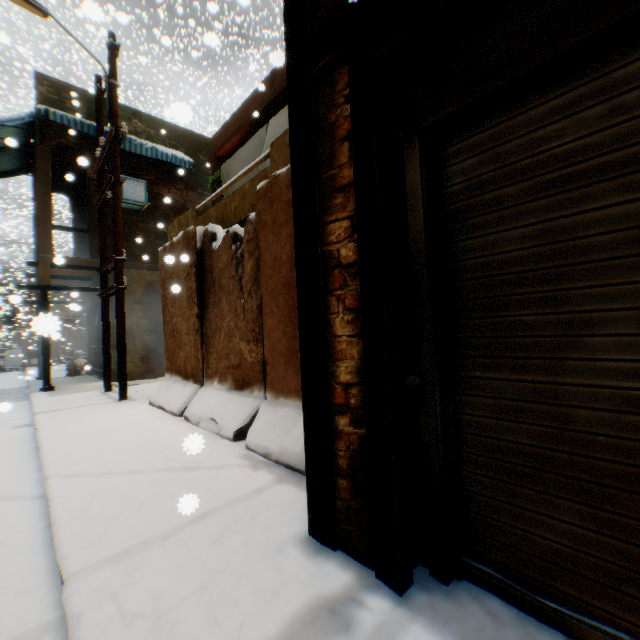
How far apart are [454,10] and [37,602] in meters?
4.0 m

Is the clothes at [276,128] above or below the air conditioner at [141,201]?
below

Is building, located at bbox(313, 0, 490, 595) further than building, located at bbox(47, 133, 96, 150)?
No

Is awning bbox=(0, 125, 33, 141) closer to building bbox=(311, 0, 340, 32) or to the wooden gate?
building bbox=(311, 0, 340, 32)

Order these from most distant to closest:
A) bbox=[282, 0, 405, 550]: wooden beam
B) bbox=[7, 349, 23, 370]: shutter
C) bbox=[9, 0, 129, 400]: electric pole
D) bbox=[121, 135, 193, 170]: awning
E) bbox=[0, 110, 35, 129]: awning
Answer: bbox=[7, 349, 23, 370]: shutter → bbox=[121, 135, 193, 170]: awning → bbox=[0, 110, 35, 129]: awning → bbox=[9, 0, 129, 400]: electric pole → bbox=[282, 0, 405, 550]: wooden beam

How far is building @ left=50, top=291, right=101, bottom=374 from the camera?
6.57m

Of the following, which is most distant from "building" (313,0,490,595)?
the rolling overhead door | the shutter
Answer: the shutter

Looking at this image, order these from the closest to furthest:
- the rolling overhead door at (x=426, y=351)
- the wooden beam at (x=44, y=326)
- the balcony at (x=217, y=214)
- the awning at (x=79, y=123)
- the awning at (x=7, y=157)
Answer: the rolling overhead door at (x=426, y=351) < the wooden beam at (x=44, y=326) < the balcony at (x=217, y=214) < the awning at (x=79, y=123) < the awning at (x=7, y=157)
